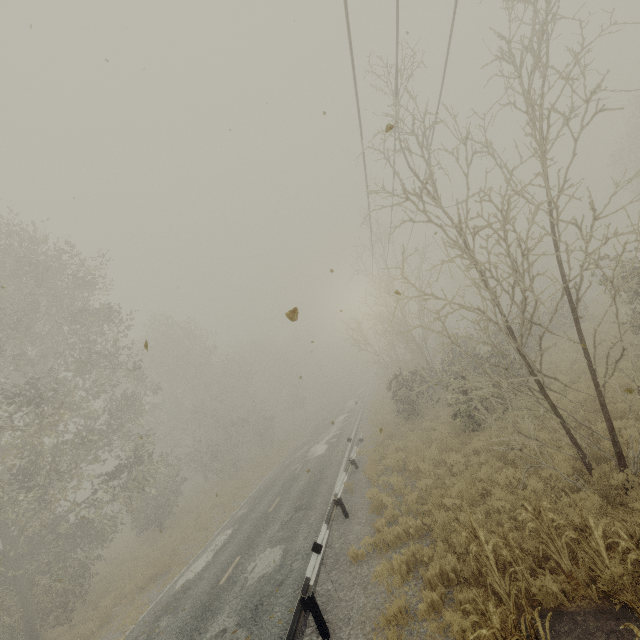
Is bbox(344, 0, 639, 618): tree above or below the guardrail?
above

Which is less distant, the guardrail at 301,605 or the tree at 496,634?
the tree at 496,634

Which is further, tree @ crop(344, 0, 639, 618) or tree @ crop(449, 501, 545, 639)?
tree @ crop(344, 0, 639, 618)

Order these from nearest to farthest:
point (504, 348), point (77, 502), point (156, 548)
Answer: point (77, 502)
point (504, 348)
point (156, 548)

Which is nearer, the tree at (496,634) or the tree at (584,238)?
the tree at (496,634)

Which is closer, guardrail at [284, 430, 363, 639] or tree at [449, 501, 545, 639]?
tree at [449, 501, 545, 639]
